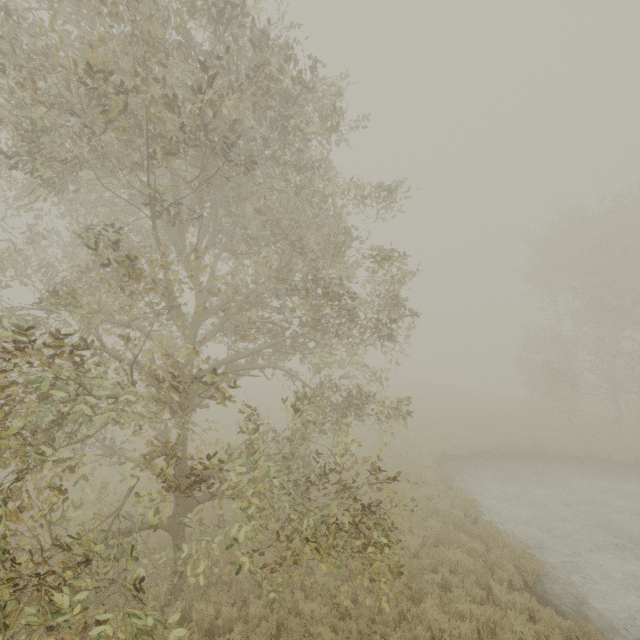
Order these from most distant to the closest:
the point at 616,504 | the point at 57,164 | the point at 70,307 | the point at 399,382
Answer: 1. the point at 399,382
2. the point at 616,504
3. the point at 70,307
4. the point at 57,164
